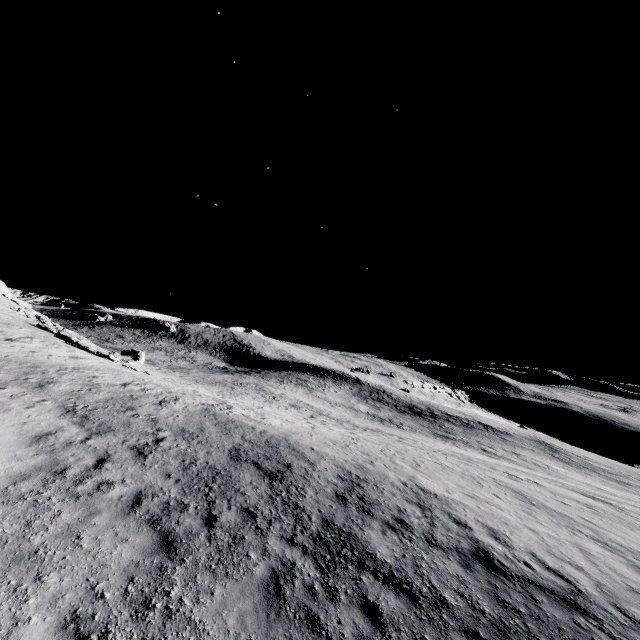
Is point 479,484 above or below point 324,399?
above
